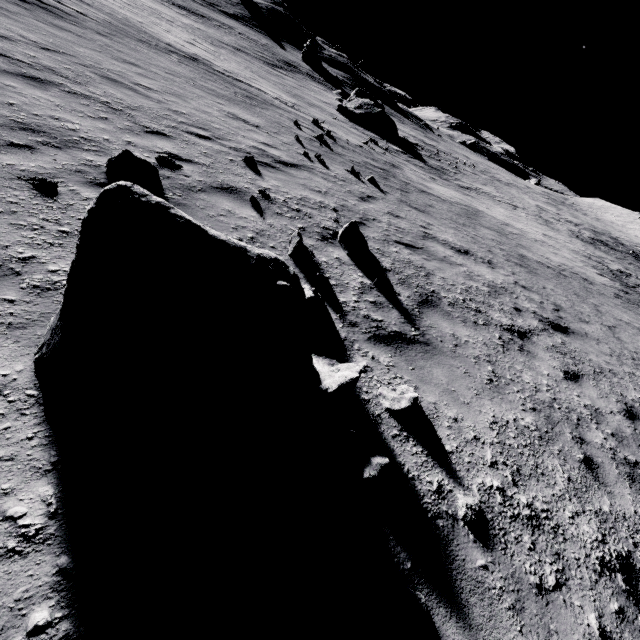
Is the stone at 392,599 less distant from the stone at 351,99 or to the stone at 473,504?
the stone at 473,504

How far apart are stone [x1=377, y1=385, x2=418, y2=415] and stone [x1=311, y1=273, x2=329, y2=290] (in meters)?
1.74

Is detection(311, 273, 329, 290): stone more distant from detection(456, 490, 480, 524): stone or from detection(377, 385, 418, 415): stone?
detection(456, 490, 480, 524): stone

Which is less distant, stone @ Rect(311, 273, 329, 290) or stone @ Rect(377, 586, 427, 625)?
stone @ Rect(377, 586, 427, 625)

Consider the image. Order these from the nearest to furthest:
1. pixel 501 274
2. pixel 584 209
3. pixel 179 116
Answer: pixel 179 116 < pixel 501 274 < pixel 584 209

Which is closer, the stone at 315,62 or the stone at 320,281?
the stone at 320,281

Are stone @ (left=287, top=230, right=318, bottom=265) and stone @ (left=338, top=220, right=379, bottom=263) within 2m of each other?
yes

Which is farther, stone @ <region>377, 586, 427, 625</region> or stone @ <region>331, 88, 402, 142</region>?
stone @ <region>331, 88, 402, 142</region>
